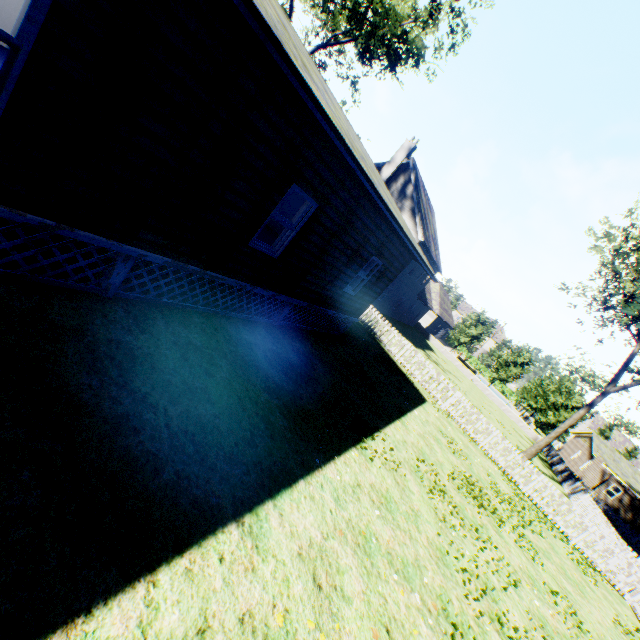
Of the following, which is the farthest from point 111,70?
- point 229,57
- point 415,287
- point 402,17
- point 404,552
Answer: point 415,287

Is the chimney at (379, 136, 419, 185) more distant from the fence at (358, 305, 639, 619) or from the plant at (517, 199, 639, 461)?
the plant at (517, 199, 639, 461)

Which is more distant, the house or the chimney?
the chimney

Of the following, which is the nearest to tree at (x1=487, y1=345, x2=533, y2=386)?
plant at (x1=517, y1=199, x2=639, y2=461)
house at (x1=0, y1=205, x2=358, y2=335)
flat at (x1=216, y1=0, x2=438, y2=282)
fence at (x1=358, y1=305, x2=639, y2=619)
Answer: fence at (x1=358, y1=305, x2=639, y2=619)

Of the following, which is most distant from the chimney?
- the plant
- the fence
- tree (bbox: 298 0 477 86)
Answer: the plant

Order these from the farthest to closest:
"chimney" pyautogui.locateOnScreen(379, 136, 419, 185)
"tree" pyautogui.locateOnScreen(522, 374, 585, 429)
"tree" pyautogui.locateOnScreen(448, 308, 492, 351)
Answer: "tree" pyautogui.locateOnScreen(448, 308, 492, 351) < "tree" pyautogui.locateOnScreen(522, 374, 585, 429) < "chimney" pyautogui.locateOnScreen(379, 136, 419, 185)

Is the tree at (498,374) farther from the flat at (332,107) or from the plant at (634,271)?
the flat at (332,107)

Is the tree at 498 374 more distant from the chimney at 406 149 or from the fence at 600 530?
the chimney at 406 149
